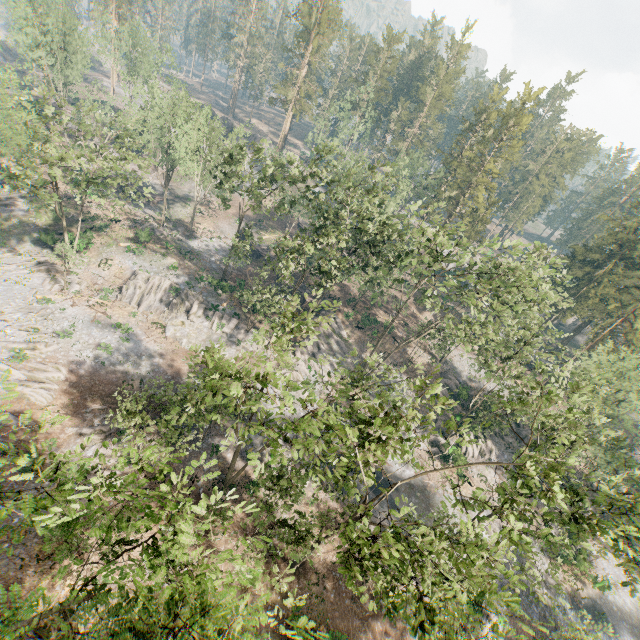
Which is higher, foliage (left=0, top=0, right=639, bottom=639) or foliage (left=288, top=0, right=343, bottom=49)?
foliage (left=288, top=0, right=343, bottom=49)

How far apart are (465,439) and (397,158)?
45.0m

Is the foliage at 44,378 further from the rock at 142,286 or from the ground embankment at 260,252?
the ground embankment at 260,252

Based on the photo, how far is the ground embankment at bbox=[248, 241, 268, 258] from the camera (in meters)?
54.56

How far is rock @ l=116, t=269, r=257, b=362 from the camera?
39.34m

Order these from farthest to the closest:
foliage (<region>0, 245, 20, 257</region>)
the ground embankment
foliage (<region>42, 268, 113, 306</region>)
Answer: the ground embankment, foliage (<region>0, 245, 20, 257</region>), foliage (<region>42, 268, 113, 306</region>)

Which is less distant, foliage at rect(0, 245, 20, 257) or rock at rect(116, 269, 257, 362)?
foliage at rect(0, 245, 20, 257)

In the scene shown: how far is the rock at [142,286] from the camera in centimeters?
3934cm
